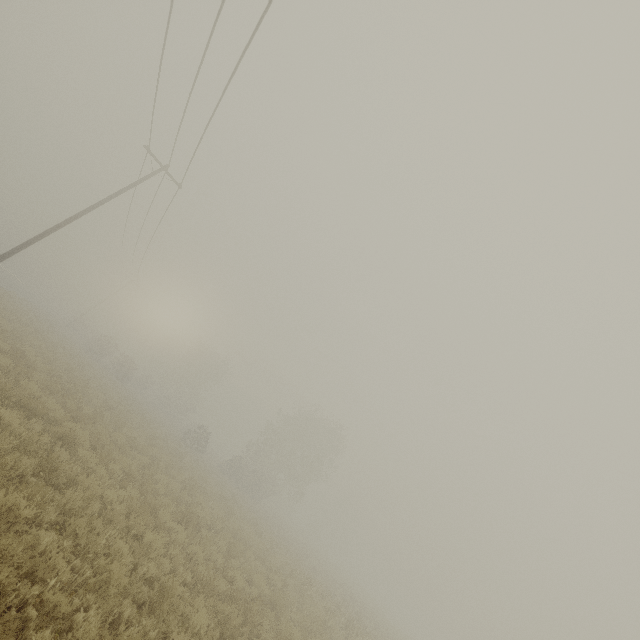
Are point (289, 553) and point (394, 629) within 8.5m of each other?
no
